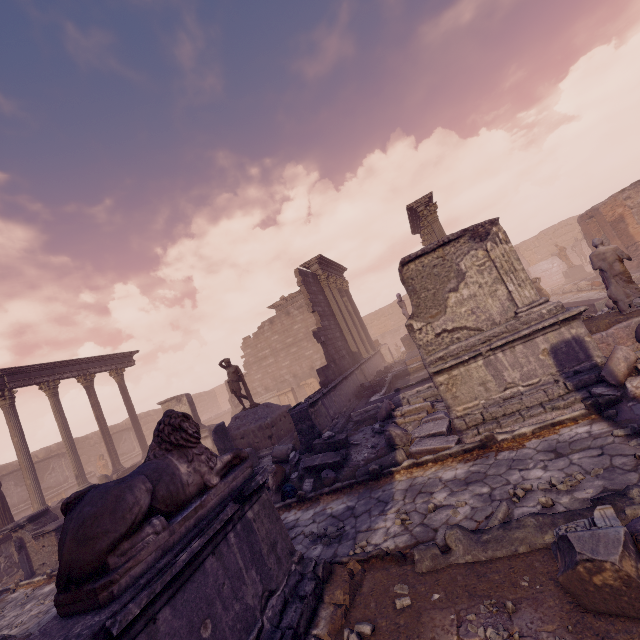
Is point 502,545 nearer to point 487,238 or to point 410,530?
point 410,530

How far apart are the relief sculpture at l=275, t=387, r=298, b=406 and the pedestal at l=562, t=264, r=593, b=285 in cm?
2263

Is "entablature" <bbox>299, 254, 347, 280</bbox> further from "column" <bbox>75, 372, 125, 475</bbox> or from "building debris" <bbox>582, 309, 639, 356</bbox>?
"column" <bbox>75, 372, 125, 475</bbox>

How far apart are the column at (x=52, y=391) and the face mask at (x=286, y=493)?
13.2 meters

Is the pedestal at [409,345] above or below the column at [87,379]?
below

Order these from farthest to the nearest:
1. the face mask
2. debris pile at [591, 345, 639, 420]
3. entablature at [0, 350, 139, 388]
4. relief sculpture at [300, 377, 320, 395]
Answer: relief sculpture at [300, 377, 320, 395] < entablature at [0, 350, 139, 388] < the face mask < debris pile at [591, 345, 639, 420]

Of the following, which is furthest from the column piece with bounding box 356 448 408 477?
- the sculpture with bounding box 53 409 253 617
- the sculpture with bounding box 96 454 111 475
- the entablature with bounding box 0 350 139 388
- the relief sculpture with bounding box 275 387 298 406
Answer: the sculpture with bounding box 96 454 111 475

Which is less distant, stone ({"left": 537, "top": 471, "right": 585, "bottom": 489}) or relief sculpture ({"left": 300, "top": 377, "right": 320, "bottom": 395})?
stone ({"left": 537, "top": 471, "right": 585, "bottom": 489})
